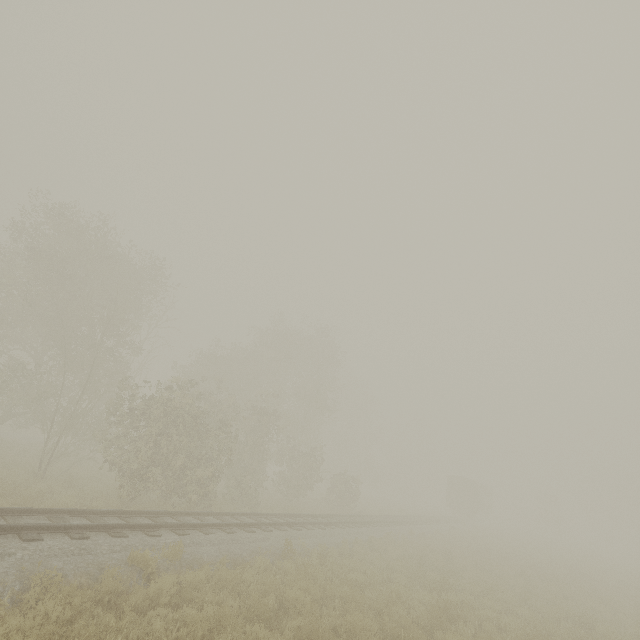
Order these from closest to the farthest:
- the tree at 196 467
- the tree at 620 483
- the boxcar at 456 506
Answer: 1. the tree at 196 467
2. the boxcar at 456 506
3. the tree at 620 483

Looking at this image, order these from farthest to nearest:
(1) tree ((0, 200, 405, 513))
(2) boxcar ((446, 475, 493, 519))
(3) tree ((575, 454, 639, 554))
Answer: (3) tree ((575, 454, 639, 554)), (2) boxcar ((446, 475, 493, 519)), (1) tree ((0, 200, 405, 513))

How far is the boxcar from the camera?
40.4m

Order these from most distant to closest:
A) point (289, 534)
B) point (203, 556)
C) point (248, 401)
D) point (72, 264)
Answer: point (248, 401) < point (72, 264) < point (289, 534) < point (203, 556)

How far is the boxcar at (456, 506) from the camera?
40.4 meters

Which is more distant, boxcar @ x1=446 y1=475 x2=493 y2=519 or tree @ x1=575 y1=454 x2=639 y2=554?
tree @ x1=575 y1=454 x2=639 y2=554

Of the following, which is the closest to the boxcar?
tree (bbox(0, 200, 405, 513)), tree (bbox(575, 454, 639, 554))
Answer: tree (bbox(575, 454, 639, 554))
